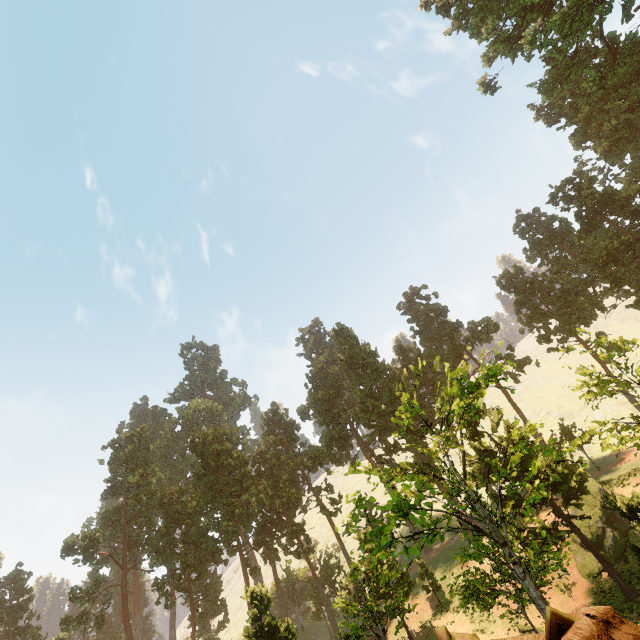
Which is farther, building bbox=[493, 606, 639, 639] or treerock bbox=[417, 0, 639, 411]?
treerock bbox=[417, 0, 639, 411]

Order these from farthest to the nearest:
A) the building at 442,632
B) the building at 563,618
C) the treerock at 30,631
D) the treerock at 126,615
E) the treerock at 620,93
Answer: the treerock at 30,631
the treerock at 620,93
the treerock at 126,615
the building at 442,632
the building at 563,618

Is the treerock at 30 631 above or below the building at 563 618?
above

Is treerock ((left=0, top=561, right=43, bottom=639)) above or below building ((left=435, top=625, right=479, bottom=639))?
above

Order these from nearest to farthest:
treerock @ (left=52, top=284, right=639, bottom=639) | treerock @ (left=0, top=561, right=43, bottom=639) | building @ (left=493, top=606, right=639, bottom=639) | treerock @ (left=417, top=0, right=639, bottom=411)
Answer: building @ (left=493, top=606, right=639, bottom=639) < treerock @ (left=52, top=284, right=639, bottom=639) < treerock @ (left=417, top=0, right=639, bottom=411) < treerock @ (left=0, top=561, right=43, bottom=639)

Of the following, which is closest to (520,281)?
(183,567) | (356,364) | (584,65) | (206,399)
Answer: (584,65)
